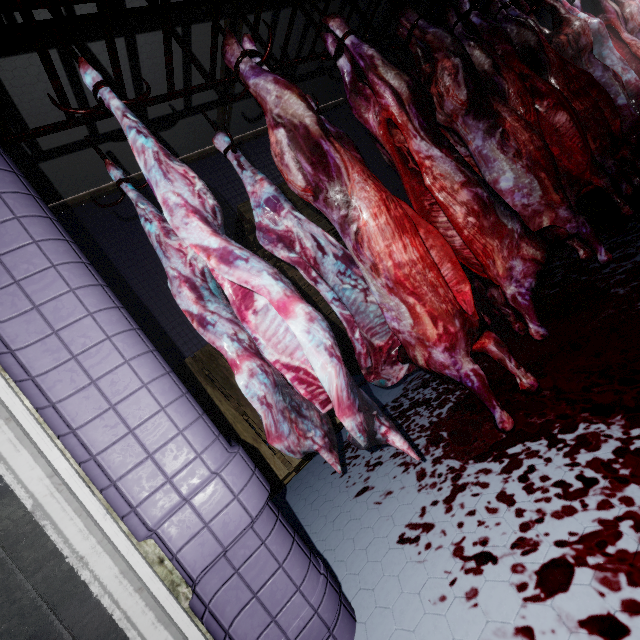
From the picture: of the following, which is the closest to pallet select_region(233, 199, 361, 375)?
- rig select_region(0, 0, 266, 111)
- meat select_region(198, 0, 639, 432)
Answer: meat select_region(198, 0, 639, 432)

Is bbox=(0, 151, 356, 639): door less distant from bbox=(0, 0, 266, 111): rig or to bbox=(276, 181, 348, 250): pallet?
bbox=(0, 0, 266, 111): rig

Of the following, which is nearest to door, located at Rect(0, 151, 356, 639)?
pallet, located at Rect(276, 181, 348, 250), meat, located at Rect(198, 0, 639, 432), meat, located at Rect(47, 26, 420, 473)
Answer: meat, located at Rect(47, 26, 420, 473)

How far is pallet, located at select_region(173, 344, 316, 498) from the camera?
2.4m

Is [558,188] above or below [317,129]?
below

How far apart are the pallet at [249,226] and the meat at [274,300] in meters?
2.5 m

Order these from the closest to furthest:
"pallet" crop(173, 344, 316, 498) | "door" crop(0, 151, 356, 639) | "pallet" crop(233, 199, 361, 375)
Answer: "door" crop(0, 151, 356, 639), "pallet" crop(173, 344, 316, 498), "pallet" crop(233, 199, 361, 375)

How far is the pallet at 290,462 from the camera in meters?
2.4 m
